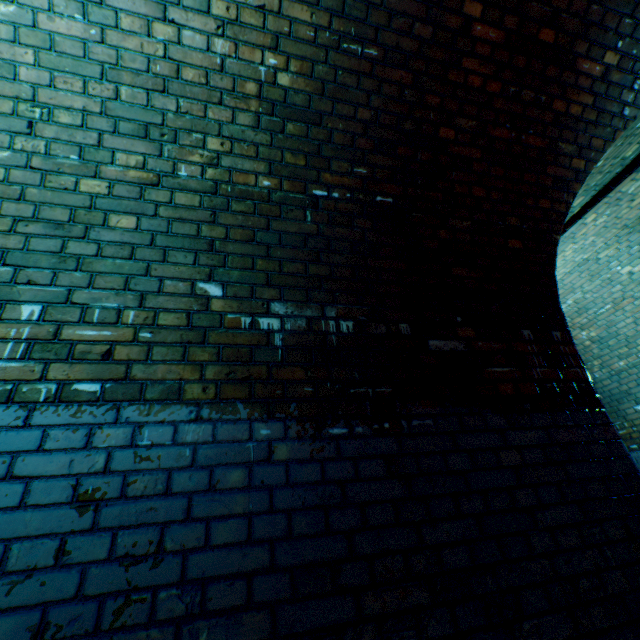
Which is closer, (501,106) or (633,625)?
(633,625)
